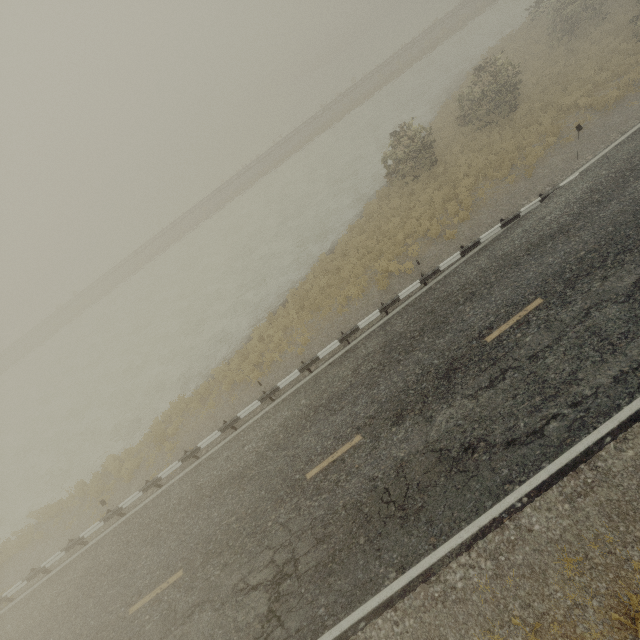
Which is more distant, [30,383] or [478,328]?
[30,383]
